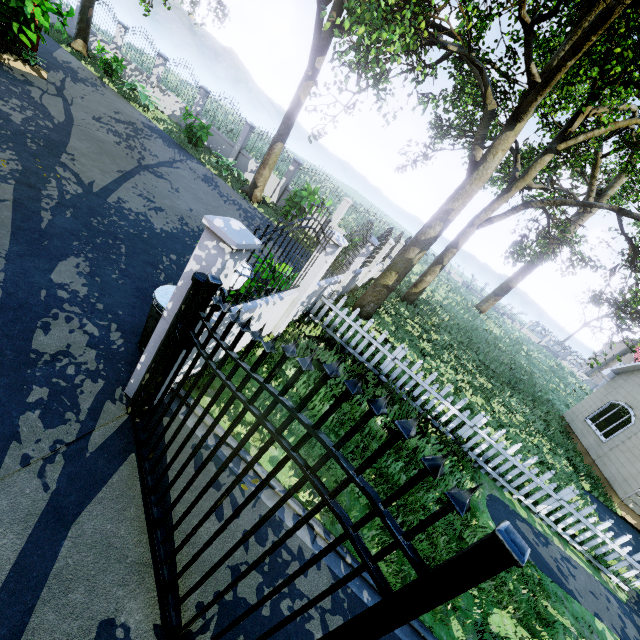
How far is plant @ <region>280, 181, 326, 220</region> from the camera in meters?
13.1

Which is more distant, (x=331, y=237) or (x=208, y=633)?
(x=331, y=237)

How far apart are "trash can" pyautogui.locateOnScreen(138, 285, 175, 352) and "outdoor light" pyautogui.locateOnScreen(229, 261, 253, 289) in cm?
103

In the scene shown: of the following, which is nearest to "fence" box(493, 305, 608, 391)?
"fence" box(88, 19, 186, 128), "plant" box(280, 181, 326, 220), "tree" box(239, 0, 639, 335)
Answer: "tree" box(239, 0, 639, 335)

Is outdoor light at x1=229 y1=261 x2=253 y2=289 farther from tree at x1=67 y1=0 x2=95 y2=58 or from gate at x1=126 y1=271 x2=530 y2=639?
tree at x1=67 y1=0 x2=95 y2=58

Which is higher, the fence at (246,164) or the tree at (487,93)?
the tree at (487,93)

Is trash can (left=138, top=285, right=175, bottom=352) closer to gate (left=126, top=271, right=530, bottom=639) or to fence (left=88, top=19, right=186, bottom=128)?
fence (left=88, top=19, right=186, bottom=128)

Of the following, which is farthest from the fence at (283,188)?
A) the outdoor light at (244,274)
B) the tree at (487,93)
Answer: the tree at (487,93)
